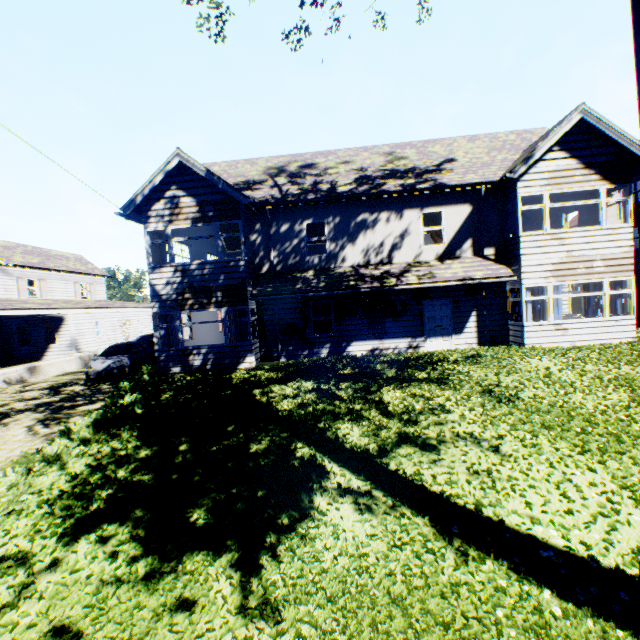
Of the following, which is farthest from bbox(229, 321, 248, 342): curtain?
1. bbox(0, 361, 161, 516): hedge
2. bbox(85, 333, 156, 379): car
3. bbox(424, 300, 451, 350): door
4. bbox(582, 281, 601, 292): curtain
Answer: bbox(582, 281, 601, 292): curtain

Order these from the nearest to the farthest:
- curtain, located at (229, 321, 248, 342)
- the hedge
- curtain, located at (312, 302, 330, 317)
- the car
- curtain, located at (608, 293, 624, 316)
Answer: the hedge, curtain, located at (608, 293, 624, 316), curtain, located at (229, 321, 248, 342), curtain, located at (312, 302, 330, 317), the car

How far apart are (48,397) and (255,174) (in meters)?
13.71

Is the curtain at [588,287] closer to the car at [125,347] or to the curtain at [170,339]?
the curtain at [170,339]

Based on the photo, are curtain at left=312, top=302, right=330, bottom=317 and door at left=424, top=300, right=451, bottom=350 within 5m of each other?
yes

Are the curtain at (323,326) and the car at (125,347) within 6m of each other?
no

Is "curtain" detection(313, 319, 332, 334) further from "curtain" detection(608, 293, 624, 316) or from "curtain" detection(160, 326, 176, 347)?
"curtain" detection(608, 293, 624, 316)

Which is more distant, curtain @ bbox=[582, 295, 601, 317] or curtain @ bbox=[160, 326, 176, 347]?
curtain @ bbox=[160, 326, 176, 347]
